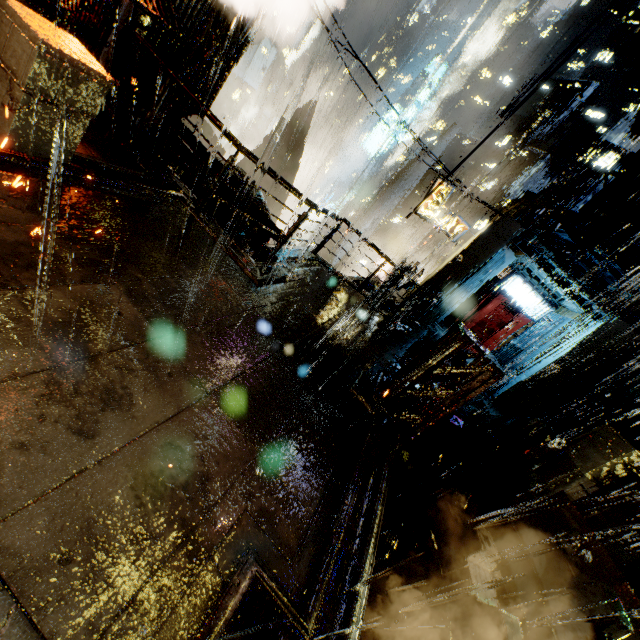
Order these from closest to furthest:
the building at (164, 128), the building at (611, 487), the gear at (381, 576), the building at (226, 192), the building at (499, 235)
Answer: the gear at (381, 576)
the building at (164, 128)
the building at (226, 192)
the building at (611, 487)
the building at (499, 235)

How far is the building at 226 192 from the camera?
9.6m

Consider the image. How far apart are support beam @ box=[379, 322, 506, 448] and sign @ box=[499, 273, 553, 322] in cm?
1274

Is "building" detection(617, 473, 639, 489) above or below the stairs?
above

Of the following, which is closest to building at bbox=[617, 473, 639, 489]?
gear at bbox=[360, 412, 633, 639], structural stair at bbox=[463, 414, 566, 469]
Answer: structural stair at bbox=[463, 414, 566, 469]

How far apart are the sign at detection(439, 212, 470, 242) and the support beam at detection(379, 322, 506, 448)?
14.28m

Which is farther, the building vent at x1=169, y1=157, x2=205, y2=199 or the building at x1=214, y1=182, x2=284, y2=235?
the building vent at x1=169, y1=157, x2=205, y2=199

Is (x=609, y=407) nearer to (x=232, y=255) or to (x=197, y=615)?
(x=232, y=255)
